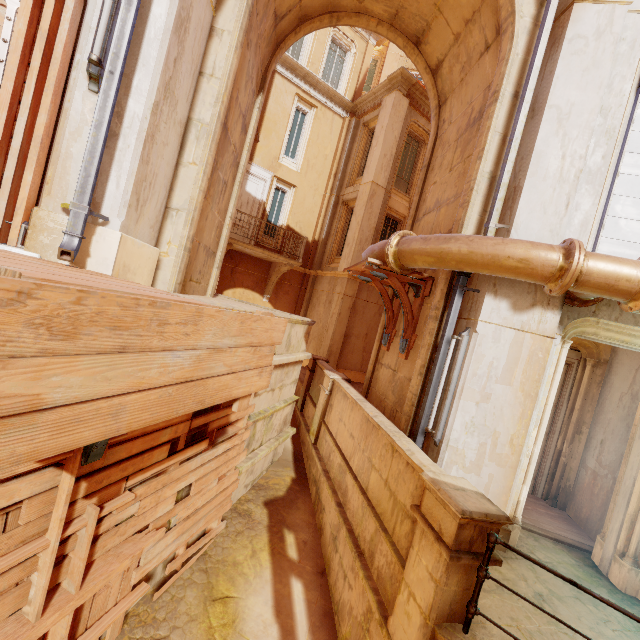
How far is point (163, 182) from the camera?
4.12m

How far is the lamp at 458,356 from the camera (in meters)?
4.74

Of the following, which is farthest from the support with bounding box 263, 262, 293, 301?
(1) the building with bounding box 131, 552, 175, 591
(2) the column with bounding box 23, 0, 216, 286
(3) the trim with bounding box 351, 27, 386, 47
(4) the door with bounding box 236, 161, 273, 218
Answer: (3) the trim with bounding box 351, 27, 386, 47

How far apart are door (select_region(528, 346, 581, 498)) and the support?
9.0 meters

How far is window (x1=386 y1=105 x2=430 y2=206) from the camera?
14.03m

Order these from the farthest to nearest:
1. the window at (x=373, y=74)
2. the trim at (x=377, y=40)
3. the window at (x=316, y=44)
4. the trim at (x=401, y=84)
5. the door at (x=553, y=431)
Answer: the window at (x=373, y=74)
the trim at (x=377, y=40)
the window at (x=316, y=44)
the trim at (x=401, y=84)
the door at (x=553, y=431)

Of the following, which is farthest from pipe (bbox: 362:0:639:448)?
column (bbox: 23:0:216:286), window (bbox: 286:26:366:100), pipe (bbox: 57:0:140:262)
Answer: window (bbox: 286:26:366:100)

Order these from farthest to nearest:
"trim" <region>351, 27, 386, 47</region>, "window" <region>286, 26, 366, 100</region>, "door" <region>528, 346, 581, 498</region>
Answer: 1. "trim" <region>351, 27, 386, 47</region>
2. "window" <region>286, 26, 366, 100</region>
3. "door" <region>528, 346, 581, 498</region>
